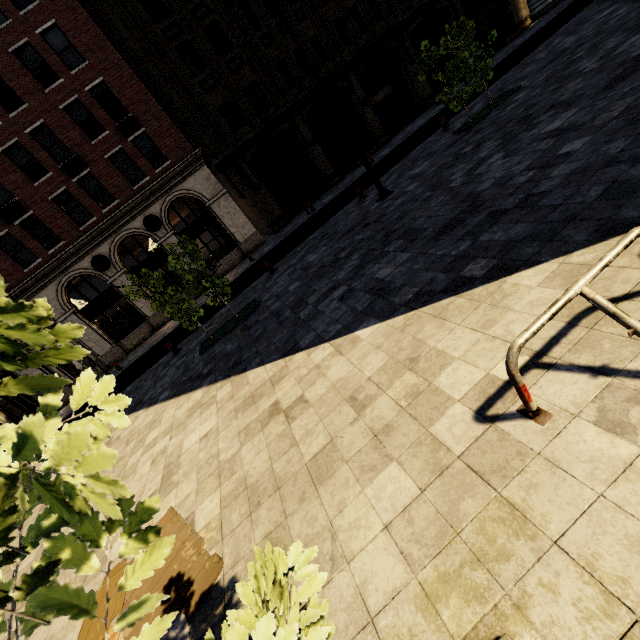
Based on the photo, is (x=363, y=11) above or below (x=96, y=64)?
below

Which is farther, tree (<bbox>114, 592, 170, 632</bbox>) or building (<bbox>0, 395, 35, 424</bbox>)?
building (<bbox>0, 395, 35, 424</bbox>)

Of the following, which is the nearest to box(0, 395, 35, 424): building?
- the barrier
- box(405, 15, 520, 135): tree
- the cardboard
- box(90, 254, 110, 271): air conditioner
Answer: box(90, 254, 110, 271): air conditioner

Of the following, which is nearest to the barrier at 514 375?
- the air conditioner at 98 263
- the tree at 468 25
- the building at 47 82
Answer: the tree at 468 25

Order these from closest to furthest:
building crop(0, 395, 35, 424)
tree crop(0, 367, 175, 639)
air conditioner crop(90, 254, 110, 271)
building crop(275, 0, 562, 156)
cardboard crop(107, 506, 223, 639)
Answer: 1. tree crop(0, 367, 175, 639)
2. cardboard crop(107, 506, 223, 639)
3. air conditioner crop(90, 254, 110, 271)
4. building crop(0, 395, 35, 424)
5. building crop(275, 0, 562, 156)

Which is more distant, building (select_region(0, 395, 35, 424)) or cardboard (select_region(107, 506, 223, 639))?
building (select_region(0, 395, 35, 424))

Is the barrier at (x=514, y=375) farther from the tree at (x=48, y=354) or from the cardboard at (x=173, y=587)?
the cardboard at (x=173, y=587)

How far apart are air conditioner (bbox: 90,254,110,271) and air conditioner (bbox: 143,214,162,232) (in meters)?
2.94
